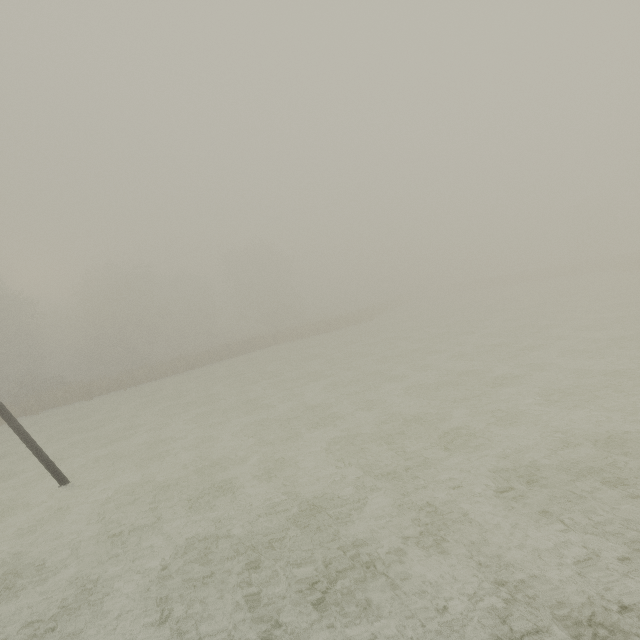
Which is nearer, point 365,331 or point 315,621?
point 315,621
